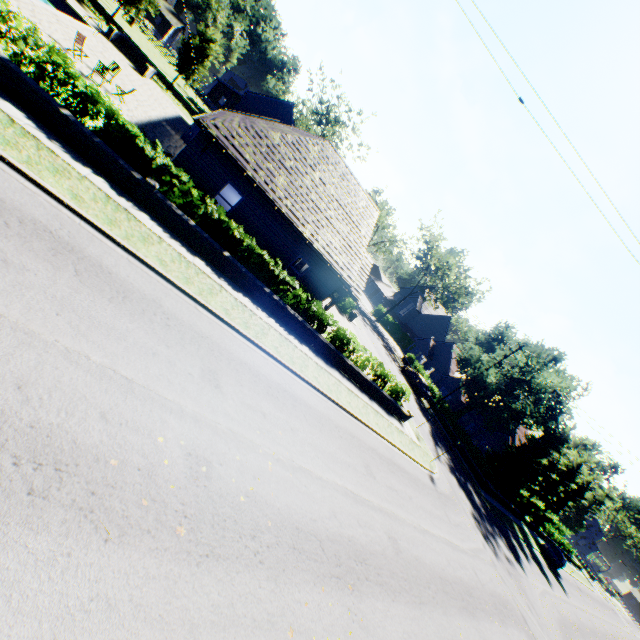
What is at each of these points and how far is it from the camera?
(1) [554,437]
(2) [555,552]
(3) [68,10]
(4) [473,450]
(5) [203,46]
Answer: (1) tree, 31.8m
(2) car, 35.3m
(3) swimming pool, 24.0m
(4) hedge, 33.5m
(5) tree, 32.1m

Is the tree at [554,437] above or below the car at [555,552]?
above

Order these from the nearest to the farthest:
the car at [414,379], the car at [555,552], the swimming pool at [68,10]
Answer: the swimming pool at [68,10], the car at [555,552], the car at [414,379]

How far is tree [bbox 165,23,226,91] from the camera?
31.8 meters

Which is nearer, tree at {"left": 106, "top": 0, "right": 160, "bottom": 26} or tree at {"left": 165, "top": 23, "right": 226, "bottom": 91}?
tree at {"left": 106, "top": 0, "right": 160, "bottom": 26}

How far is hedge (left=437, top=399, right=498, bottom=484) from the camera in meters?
31.7 m

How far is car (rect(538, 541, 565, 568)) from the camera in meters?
34.4 m

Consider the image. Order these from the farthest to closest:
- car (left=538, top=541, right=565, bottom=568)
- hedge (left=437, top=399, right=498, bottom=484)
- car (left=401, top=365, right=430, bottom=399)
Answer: car (left=401, top=365, right=430, bottom=399), car (left=538, top=541, right=565, bottom=568), hedge (left=437, top=399, right=498, bottom=484)
